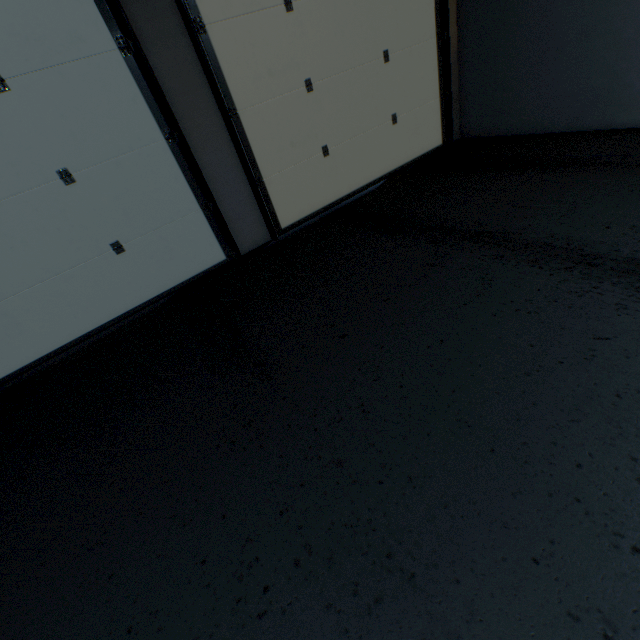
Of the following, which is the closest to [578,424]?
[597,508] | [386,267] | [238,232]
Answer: [597,508]
